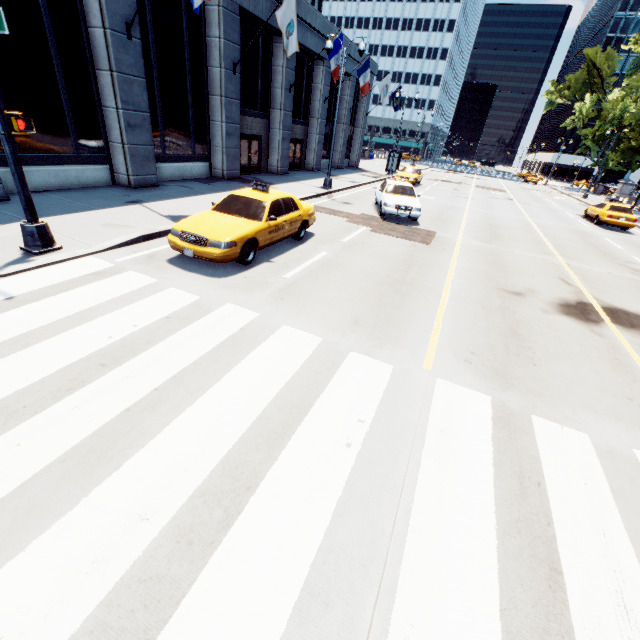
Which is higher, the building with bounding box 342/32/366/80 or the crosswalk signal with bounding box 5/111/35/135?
the building with bounding box 342/32/366/80

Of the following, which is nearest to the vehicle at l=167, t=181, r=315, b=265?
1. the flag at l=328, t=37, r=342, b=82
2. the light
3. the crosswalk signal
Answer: the light

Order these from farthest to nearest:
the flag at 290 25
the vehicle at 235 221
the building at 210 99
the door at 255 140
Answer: the door at 255 140, the flag at 290 25, the building at 210 99, the vehicle at 235 221

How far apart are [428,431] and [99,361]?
4.61m

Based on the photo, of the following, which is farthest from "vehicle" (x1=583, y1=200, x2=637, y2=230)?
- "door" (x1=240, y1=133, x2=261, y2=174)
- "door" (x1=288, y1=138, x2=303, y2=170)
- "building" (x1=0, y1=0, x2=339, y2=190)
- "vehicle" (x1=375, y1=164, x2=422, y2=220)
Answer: "door" (x1=240, y1=133, x2=261, y2=174)

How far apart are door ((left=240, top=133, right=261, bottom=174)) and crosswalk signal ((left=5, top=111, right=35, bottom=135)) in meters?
14.6

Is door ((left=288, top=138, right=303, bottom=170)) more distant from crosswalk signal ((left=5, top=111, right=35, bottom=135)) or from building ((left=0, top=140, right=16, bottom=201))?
crosswalk signal ((left=5, top=111, right=35, bottom=135))

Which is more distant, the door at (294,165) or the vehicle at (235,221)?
the door at (294,165)
